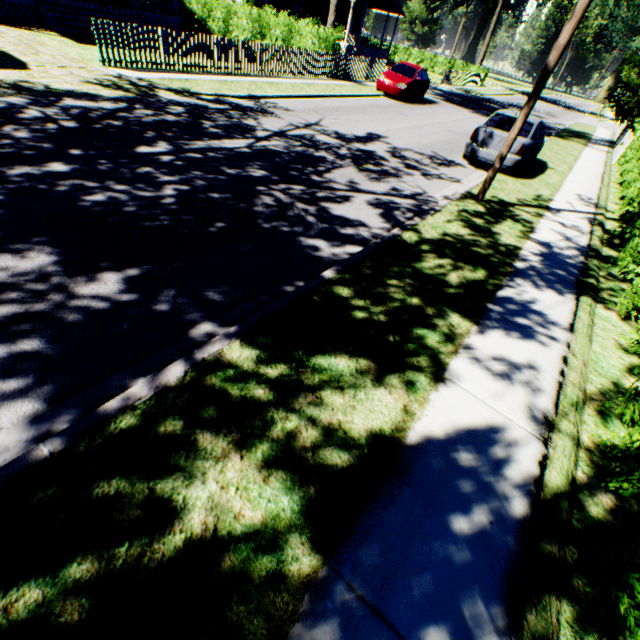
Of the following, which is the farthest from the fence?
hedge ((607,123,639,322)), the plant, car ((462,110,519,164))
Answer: car ((462,110,519,164))

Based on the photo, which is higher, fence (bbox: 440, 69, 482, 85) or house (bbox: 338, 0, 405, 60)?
house (bbox: 338, 0, 405, 60)

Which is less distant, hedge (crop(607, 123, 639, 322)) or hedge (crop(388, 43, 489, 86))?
hedge (crop(607, 123, 639, 322))

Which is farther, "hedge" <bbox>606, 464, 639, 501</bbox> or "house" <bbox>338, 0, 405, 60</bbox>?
"house" <bbox>338, 0, 405, 60</bbox>

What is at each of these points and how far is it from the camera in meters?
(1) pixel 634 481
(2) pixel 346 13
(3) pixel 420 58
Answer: (1) hedge, 2.6
(2) house, 38.5
(3) hedge, 42.8

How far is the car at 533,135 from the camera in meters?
10.0 m

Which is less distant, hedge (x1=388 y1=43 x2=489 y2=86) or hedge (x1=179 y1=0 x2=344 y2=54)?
hedge (x1=179 y1=0 x2=344 y2=54)

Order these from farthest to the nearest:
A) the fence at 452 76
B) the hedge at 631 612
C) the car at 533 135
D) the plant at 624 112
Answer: the fence at 452 76
the plant at 624 112
the car at 533 135
the hedge at 631 612
